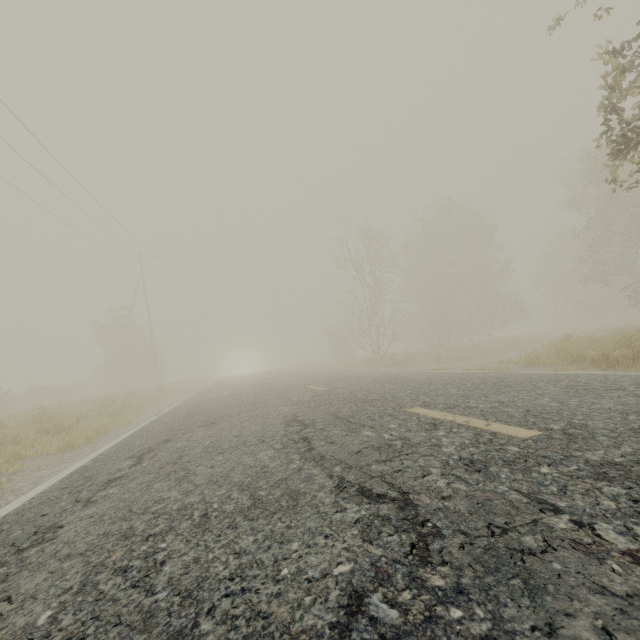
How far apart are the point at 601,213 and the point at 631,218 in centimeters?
214cm
